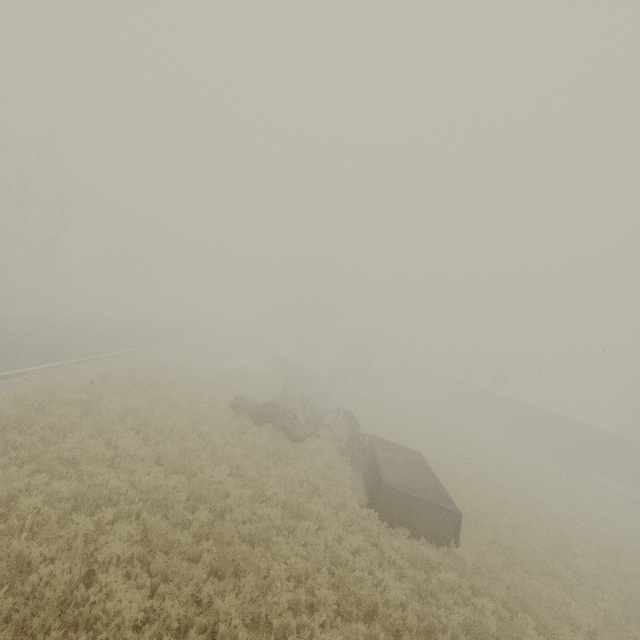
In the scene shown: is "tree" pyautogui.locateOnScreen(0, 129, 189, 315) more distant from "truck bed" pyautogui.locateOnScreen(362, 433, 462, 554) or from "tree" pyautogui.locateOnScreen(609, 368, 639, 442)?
"tree" pyautogui.locateOnScreen(609, 368, 639, 442)

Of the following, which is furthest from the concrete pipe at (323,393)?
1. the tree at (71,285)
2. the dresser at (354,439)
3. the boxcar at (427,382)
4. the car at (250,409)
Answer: the boxcar at (427,382)

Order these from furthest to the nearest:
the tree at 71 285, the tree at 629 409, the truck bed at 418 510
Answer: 1. the tree at 629 409
2. the tree at 71 285
3. the truck bed at 418 510

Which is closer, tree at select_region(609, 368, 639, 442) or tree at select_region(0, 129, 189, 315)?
tree at select_region(0, 129, 189, 315)

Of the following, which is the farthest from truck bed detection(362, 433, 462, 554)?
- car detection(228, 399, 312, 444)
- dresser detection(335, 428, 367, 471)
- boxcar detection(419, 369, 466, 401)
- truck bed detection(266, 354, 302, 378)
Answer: boxcar detection(419, 369, 466, 401)

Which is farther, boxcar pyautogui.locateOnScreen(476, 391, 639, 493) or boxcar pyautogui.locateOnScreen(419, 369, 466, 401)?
boxcar pyautogui.locateOnScreen(419, 369, 466, 401)

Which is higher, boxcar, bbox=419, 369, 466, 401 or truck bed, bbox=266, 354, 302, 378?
boxcar, bbox=419, 369, 466, 401

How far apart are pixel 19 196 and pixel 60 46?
18.37m
